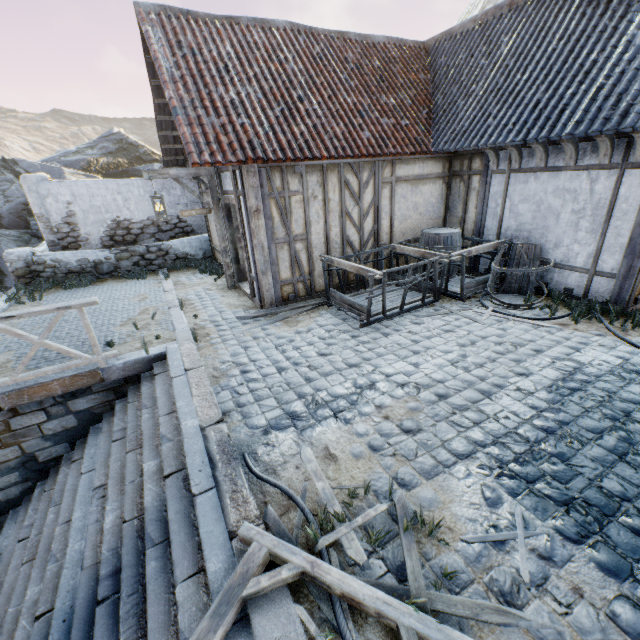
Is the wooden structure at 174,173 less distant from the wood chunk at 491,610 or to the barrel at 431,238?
the barrel at 431,238

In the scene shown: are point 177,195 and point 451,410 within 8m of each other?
no

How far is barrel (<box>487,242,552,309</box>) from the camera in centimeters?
619cm

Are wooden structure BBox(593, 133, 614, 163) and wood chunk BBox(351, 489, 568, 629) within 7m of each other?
yes

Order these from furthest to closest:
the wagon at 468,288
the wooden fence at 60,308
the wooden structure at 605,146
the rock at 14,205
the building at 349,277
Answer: the rock at 14,205 → the building at 349,277 → the wagon at 468,288 → the wooden structure at 605,146 → the wooden fence at 60,308

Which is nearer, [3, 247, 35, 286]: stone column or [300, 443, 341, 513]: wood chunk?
[300, 443, 341, 513]: wood chunk

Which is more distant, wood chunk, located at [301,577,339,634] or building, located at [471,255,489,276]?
building, located at [471,255,489,276]

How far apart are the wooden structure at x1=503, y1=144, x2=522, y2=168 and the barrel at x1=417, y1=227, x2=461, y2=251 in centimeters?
152cm
